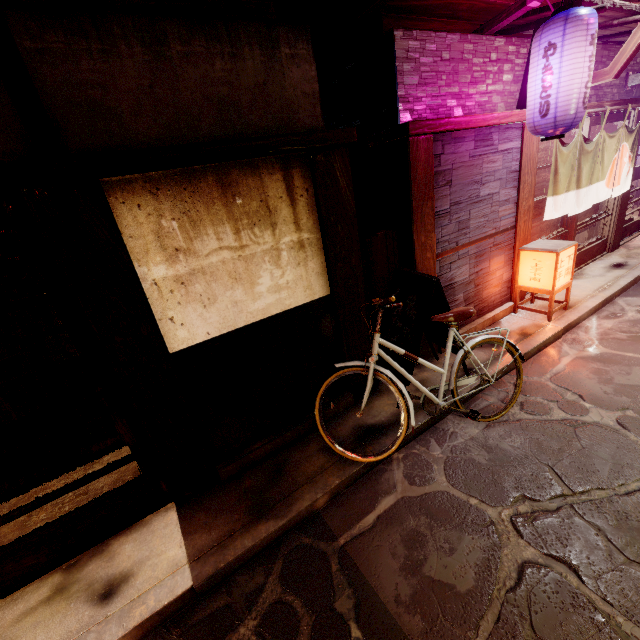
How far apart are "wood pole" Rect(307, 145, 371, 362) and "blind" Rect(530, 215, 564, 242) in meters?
6.6

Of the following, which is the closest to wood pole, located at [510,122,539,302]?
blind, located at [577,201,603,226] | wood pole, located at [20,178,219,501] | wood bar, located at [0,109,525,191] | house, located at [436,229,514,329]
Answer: house, located at [436,229,514,329]

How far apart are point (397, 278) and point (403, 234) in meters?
1.1 m

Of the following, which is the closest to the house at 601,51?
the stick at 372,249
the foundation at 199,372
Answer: the stick at 372,249

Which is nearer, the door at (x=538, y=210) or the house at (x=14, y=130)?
the house at (x=14, y=130)

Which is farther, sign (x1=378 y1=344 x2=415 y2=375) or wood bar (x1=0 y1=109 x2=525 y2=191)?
sign (x1=378 y1=344 x2=415 y2=375)

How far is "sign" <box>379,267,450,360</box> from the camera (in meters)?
6.15

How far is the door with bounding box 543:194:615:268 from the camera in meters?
11.2 m
